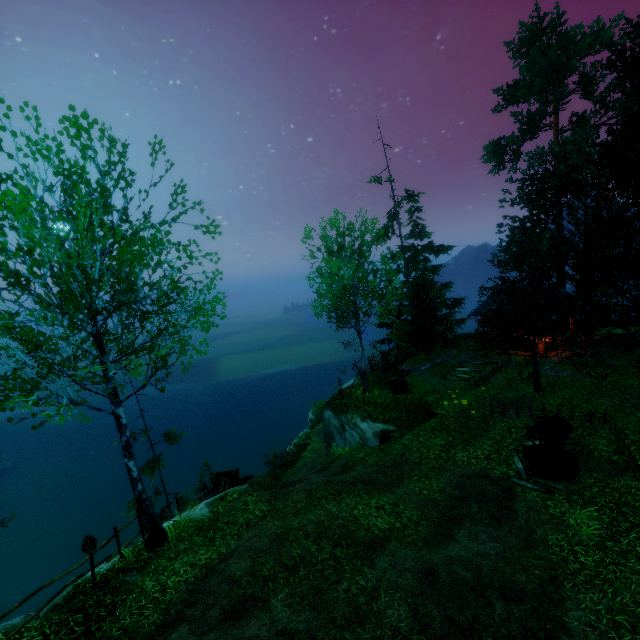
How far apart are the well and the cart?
12.20m

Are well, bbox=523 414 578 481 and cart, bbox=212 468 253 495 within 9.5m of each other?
no

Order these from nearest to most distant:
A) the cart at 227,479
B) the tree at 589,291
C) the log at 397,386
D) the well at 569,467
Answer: the well at 569,467 → the cart at 227,479 → the tree at 589,291 → the log at 397,386

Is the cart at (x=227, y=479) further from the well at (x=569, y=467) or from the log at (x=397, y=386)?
the well at (x=569, y=467)

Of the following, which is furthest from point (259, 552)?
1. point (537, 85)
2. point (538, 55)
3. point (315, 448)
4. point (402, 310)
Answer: point (538, 55)

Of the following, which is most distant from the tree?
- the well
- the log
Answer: the log

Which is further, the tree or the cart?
the tree

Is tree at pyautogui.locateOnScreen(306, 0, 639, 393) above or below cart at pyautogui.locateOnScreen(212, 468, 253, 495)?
above
